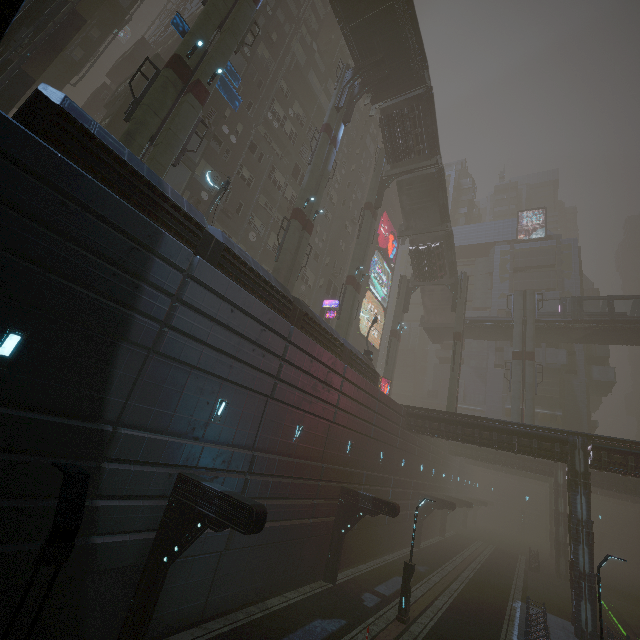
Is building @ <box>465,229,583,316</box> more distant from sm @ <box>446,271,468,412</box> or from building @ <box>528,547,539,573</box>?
sm @ <box>446,271,468,412</box>

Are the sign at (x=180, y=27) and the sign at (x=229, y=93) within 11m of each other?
yes

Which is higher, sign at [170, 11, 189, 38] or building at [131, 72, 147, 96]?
building at [131, 72, 147, 96]

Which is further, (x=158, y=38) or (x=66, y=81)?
(x=158, y=38)

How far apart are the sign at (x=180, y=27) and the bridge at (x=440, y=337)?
39.1 meters

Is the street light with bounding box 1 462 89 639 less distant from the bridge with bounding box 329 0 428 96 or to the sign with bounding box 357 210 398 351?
the bridge with bounding box 329 0 428 96

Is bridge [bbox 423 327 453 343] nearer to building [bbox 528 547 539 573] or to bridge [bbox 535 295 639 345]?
bridge [bbox 535 295 639 345]

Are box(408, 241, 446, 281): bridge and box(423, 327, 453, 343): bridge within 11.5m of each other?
yes
